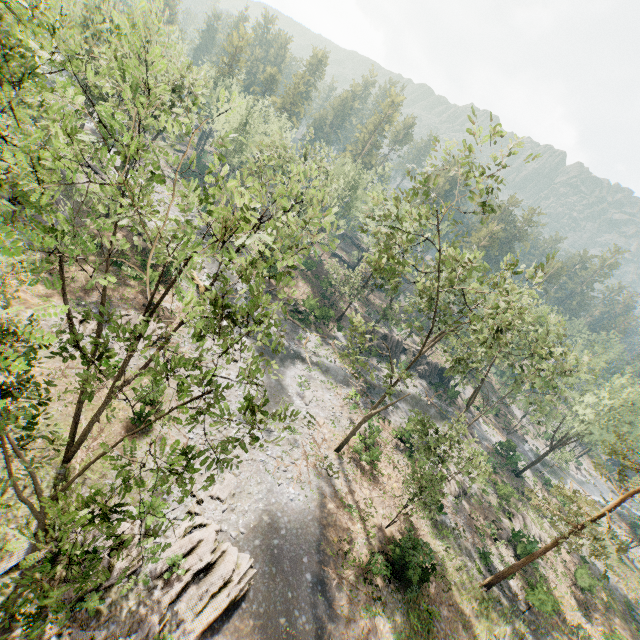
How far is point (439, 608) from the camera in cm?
2167

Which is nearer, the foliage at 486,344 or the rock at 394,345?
the foliage at 486,344

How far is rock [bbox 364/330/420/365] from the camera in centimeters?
4844cm

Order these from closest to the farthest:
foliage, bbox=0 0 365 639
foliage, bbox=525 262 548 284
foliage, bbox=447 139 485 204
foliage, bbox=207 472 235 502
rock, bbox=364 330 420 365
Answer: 1. foliage, bbox=0 0 365 639
2. foliage, bbox=447 139 485 204
3. foliage, bbox=525 262 548 284
4. foliage, bbox=207 472 235 502
5. rock, bbox=364 330 420 365

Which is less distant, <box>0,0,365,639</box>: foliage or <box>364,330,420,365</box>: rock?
<box>0,0,365,639</box>: foliage

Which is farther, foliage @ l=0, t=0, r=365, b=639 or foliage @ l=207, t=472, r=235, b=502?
foliage @ l=207, t=472, r=235, b=502

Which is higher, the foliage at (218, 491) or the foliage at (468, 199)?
the foliage at (468, 199)
